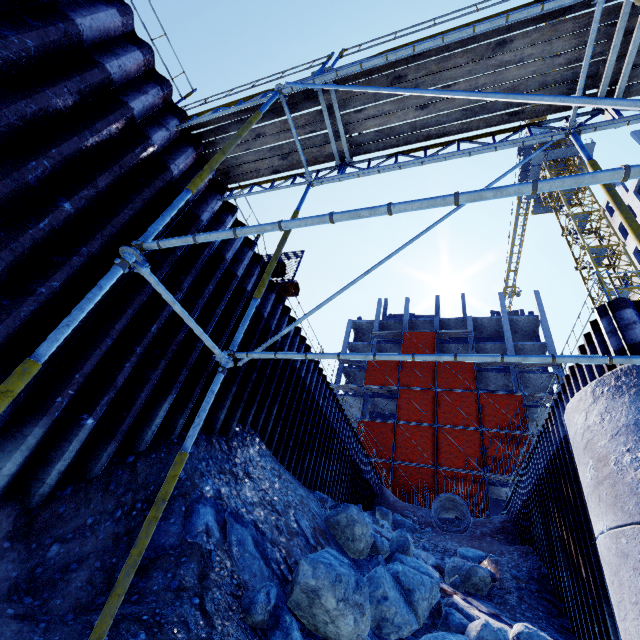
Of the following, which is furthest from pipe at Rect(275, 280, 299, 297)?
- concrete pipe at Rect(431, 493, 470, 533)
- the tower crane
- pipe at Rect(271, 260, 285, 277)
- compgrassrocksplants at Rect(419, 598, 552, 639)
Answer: the tower crane

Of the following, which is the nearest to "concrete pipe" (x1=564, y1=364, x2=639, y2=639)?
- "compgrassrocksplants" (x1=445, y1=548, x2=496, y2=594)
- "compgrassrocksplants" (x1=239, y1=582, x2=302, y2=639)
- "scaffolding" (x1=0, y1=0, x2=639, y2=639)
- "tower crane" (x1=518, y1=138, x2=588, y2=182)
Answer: "scaffolding" (x1=0, y1=0, x2=639, y2=639)

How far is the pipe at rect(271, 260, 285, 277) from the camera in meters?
8.9 m

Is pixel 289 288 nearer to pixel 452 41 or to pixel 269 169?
pixel 269 169

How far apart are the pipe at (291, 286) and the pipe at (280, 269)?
0.3 meters

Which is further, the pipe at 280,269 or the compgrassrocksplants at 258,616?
the pipe at 280,269

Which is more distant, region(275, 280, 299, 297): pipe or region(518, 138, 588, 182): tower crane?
region(518, 138, 588, 182): tower crane

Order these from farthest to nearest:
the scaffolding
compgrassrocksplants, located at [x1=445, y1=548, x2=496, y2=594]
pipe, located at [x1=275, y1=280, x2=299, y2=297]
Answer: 1. compgrassrocksplants, located at [x1=445, y1=548, x2=496, y2=594]
2. pipe, located at [x1=275, y1=280, x2=299, y2=297]
3. the scaffolding
